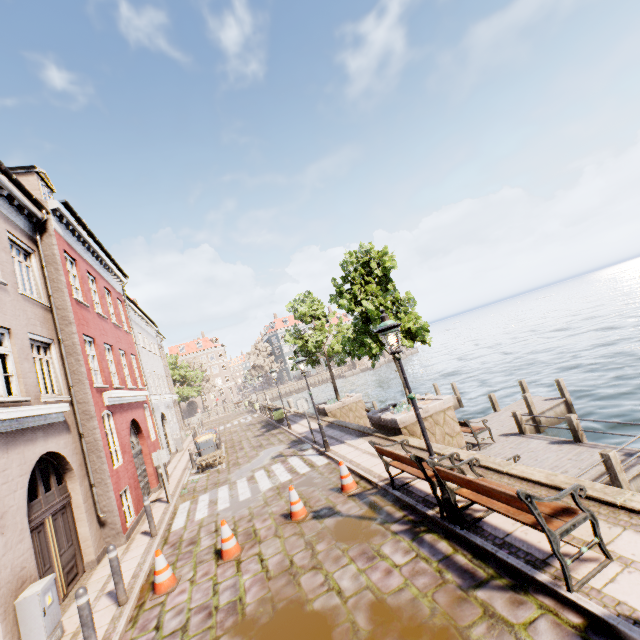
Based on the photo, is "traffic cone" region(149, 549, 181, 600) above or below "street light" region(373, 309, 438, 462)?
below

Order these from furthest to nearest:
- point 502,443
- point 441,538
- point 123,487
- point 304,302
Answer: point 304,302
point 502,443
point 123,487
point 441,538

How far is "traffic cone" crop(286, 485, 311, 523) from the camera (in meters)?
7.62

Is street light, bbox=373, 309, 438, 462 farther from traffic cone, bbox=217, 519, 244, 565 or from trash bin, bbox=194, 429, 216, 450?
trash bin, bbox=194, 429, 216, 450

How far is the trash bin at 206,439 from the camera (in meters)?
17.30

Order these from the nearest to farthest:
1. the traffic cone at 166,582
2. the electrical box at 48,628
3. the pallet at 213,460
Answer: the electrical box at 48,628 → the traffic cone at 166,582 → the pallet at 213,460

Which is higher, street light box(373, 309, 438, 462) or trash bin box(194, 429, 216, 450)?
street light box(373, 309, 438, 462)

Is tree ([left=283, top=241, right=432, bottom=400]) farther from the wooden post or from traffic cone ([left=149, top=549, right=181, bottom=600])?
traffic cone ([left=149, top=549, right=181, bottom=600])
